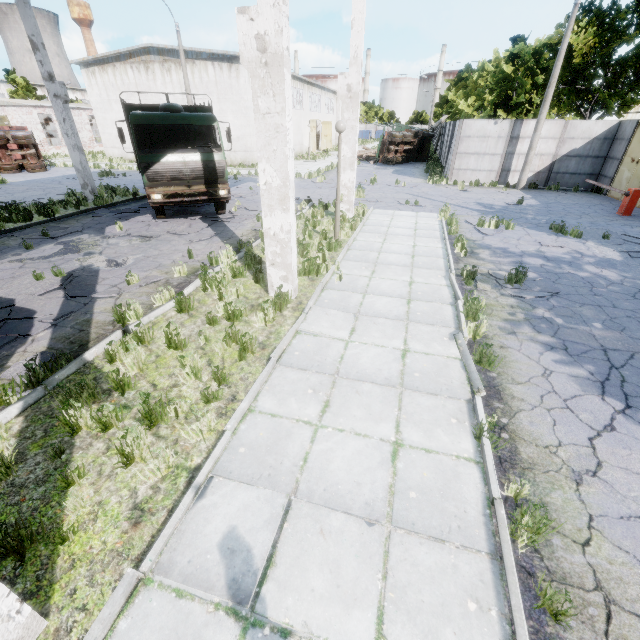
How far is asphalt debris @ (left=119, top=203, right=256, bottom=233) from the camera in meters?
12.0

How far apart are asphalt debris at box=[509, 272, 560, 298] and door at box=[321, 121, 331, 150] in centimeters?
4654cm

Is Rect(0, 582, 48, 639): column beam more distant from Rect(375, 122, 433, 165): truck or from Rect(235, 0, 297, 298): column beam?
Rect(375, 122, 433, 165): truck

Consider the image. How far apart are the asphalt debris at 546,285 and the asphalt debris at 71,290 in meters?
9.6

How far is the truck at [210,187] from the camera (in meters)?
10.87

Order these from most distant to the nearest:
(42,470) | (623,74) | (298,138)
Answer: (298,138)
(623,74)
(42,470)

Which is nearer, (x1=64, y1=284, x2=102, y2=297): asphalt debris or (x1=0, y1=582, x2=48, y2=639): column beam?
(x1=0, y1=582, x2=48, y2=639): column beam

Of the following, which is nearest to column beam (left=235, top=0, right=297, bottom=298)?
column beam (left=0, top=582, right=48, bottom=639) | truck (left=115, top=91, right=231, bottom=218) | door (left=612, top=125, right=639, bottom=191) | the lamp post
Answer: truck (left=115, top=91, right=231, bottom=218)
